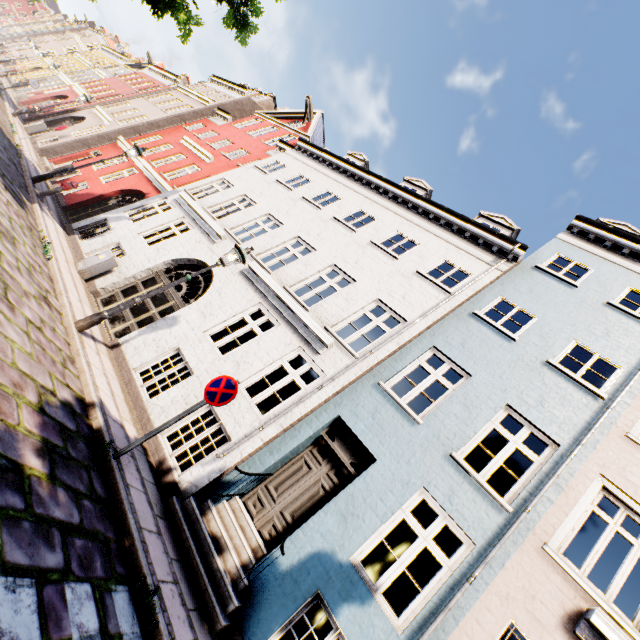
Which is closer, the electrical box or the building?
the building

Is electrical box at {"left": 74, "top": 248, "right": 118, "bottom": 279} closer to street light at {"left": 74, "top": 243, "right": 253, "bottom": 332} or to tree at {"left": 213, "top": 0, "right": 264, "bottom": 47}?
street light at {"left": 74, "top": 243, "right": 253, "bottom": 332}

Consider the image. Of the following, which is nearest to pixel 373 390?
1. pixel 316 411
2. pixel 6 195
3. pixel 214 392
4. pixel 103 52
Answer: pixel 316 411

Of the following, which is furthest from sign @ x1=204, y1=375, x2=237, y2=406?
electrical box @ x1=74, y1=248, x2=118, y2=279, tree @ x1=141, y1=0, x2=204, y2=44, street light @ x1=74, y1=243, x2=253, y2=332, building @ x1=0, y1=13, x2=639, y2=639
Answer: electrical box @ x1=74, y1=248, x2=118, y2=279

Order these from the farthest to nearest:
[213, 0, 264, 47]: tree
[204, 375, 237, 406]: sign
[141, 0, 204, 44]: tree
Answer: [213, 0, 264, 47]: tree < [141, 0, 204, 44]: tree < [204, 375, 237, 406]: sign

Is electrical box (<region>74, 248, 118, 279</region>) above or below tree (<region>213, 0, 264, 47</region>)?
below

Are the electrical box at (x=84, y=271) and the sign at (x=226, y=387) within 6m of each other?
no

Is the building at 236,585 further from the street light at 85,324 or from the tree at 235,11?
the tree at 235,11
